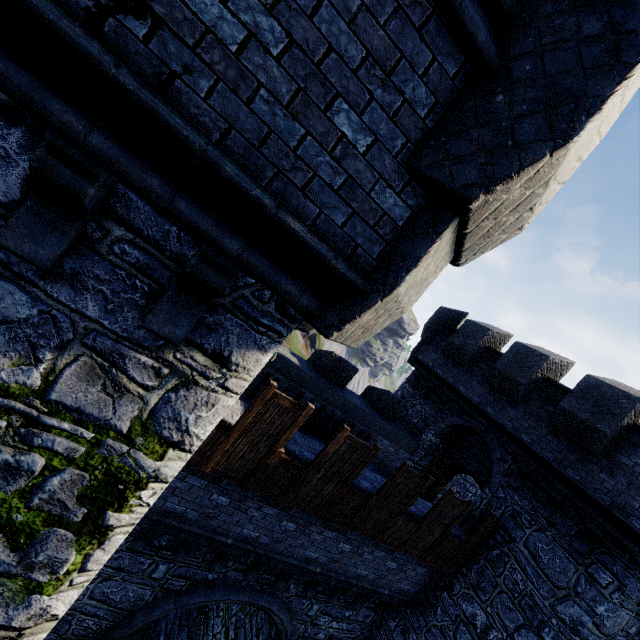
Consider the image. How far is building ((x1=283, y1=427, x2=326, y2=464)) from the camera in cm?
697

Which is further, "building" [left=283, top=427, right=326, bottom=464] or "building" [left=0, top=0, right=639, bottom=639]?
"building" [left=283, top=427, right=326, bottom=464]

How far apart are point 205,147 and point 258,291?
1.2 meters

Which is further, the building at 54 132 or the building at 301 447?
the building at 301 447

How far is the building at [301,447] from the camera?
7.0 meters
